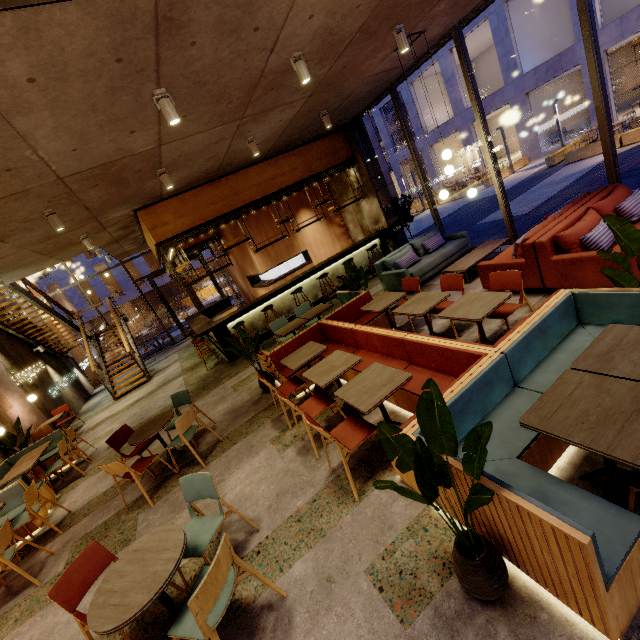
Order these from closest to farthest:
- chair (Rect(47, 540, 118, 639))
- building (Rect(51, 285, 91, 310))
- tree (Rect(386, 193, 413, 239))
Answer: chair (Rect(47, 540, 118, 639)) → tree (Rect(386, 193, 413, 239)) → building (Rect(51, 285, 91, 310))

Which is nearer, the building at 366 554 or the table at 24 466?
the building at 366 554

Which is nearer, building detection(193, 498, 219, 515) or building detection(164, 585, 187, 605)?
building detection(164, 585, 187, 605)

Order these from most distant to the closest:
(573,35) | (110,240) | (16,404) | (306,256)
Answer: (573,35), (306,256), (110,240), (16,404)

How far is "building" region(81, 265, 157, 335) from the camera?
29.19m

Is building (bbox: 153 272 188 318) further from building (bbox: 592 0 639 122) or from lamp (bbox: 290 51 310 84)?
lamp (bbox: 290 51 310 84)

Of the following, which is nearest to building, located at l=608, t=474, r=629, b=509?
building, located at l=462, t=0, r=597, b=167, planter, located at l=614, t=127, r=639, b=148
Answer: planter, located at l=614, t=127, r=639, b=148

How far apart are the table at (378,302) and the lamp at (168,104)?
3.78m
